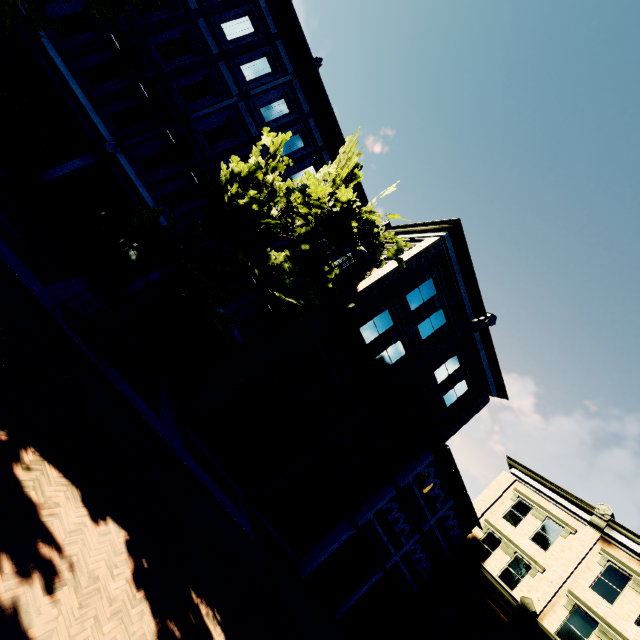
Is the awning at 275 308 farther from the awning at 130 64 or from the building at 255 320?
the awning at 130 64

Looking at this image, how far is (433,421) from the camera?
18.3 meters

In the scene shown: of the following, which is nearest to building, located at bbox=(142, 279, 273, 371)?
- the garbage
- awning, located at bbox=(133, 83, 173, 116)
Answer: awning, located at bbox=(133, 83, 173, 116)

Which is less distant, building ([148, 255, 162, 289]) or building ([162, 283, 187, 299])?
building ([148, 255, 162, 289])

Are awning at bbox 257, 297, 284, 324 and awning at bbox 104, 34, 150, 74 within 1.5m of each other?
no

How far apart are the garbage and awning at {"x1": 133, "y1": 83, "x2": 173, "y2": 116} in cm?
1019

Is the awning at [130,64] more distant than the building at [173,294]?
No

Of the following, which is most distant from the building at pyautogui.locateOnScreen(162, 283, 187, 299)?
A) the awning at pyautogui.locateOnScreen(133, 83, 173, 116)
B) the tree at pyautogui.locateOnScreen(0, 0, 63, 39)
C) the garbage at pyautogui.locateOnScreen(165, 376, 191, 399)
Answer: the tree at pyautogui.locateOnScreen(0, 0, 63, 39)
